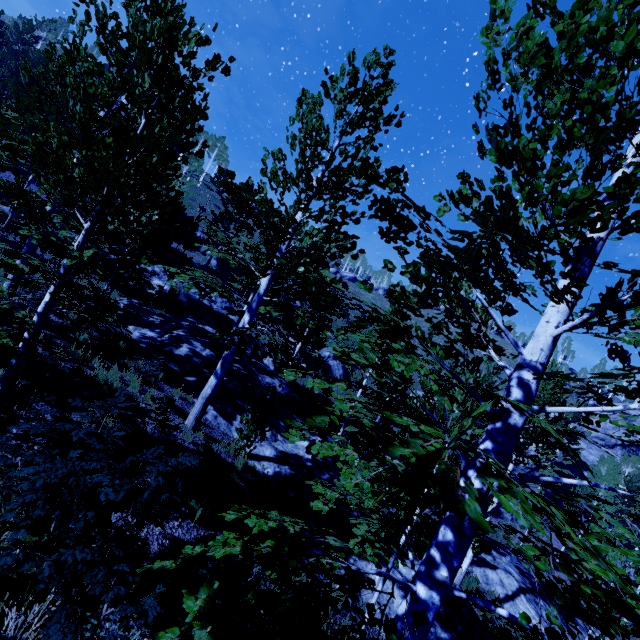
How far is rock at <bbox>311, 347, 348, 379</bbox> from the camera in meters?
34.2 m

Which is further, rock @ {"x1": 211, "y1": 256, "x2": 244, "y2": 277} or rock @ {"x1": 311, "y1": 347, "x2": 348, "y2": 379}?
rock @ {"x1": 211, "y1": 256, "x2": 244, "y2": 277}

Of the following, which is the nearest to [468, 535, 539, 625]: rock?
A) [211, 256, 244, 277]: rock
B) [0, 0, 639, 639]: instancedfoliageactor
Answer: [0, 0, 639, 639]: instancedfoliageactor

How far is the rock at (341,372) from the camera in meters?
34.2 m

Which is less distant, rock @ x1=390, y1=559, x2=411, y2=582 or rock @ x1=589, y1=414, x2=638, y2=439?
rock @ x1=390, y1=559, x2=411, y2=582

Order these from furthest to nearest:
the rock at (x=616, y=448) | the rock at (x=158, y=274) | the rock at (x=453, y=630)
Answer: the rock at (x=616, y=448) < the rock at (x=158, y=274) < the rock at (x=453, y=630)

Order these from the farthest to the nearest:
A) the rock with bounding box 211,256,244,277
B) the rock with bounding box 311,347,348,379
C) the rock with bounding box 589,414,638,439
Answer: the rock with bounding box 589,414,638,439 < the rock with bounding box 211,256,244,277 < the rock with bounding box 311,347,348,379

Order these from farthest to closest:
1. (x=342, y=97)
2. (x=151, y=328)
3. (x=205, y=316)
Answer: (x=205, y=316) < (x=151, y=328) < (x=342, y=97)
